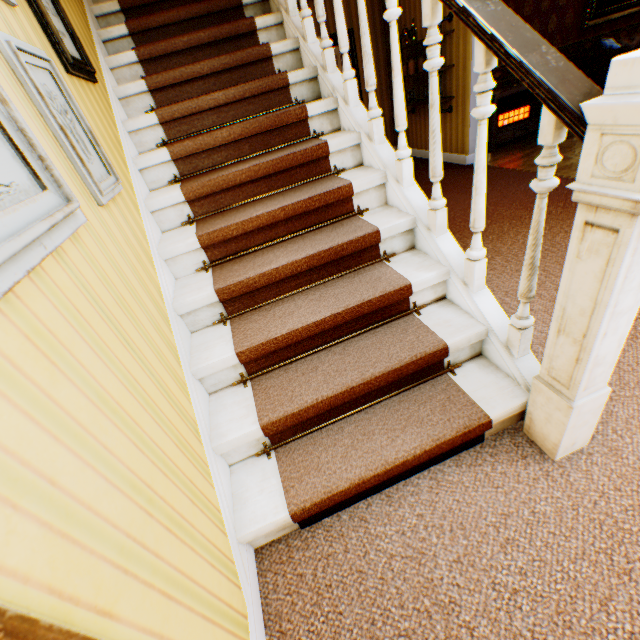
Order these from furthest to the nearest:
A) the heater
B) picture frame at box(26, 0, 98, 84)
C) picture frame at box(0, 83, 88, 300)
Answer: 1. the heater
2. picture frame at box(26, 0, 98, 84)
3. picture frame at box(0, 83, 88, 300)

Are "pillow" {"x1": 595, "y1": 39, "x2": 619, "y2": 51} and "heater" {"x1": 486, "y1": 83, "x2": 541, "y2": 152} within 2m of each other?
yes

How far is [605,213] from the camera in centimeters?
96cm

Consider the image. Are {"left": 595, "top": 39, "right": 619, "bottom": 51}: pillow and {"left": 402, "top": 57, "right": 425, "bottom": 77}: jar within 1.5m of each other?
no

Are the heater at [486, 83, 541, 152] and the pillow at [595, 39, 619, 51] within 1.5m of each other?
yes

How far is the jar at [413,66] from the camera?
5.6 meters

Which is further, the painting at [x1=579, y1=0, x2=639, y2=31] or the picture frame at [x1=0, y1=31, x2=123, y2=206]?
the painting at [x1=579, y1=0, x2=639, y2=31]

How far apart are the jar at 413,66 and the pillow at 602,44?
2.9m
